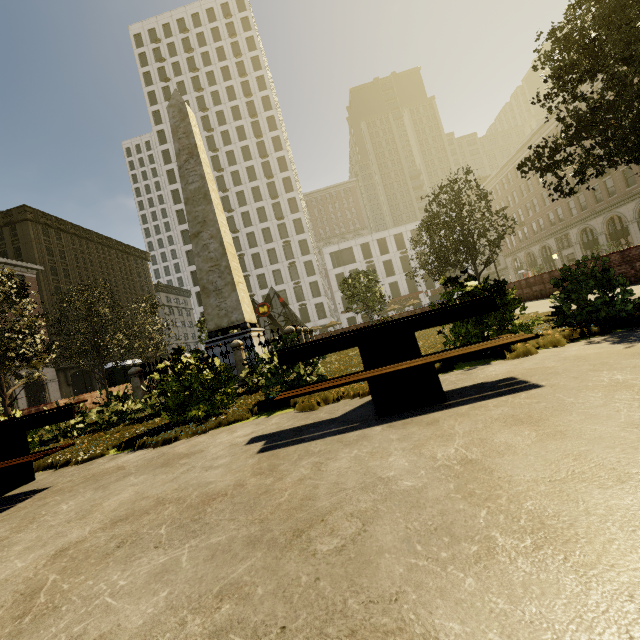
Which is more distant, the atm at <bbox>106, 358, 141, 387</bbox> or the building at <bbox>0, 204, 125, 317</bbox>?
the building at <bbox>0, 204, 125, 317</bbox>

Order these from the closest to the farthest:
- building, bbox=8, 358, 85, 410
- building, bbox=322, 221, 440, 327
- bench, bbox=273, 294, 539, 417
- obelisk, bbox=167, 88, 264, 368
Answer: bench, bbox=273, 294, 539, 417 < obelisk, bbox=167, 88, 264, 368 < building, bbox=8, 358, 85, 410 < building, bbox=322, 221, 440, 327

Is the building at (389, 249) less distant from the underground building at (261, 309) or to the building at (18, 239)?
the underground building at (261, 309)

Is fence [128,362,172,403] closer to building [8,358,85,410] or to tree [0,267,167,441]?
tree [0,267,167,441]

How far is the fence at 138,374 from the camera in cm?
997

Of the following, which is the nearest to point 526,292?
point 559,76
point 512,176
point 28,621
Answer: point 559,76

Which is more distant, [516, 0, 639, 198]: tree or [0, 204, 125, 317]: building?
[0, 204, 125, 317]: building

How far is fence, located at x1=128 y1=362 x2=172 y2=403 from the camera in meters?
10.0 m
